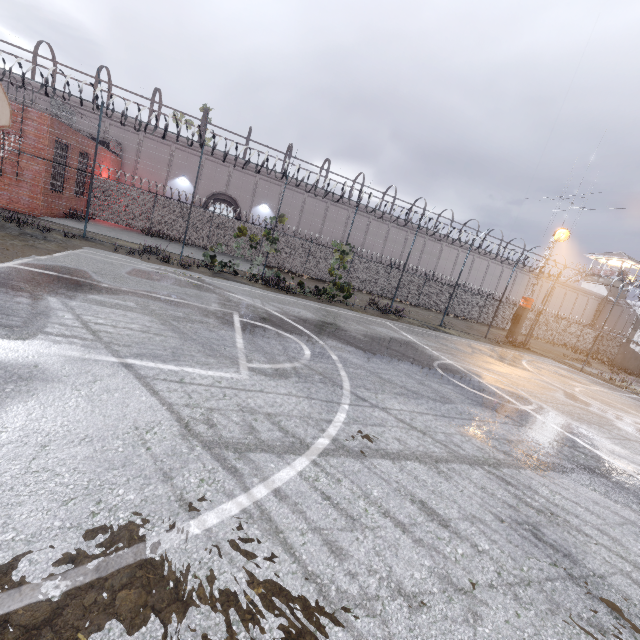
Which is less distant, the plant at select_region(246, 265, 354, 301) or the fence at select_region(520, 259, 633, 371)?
the plant at select_region(246, 265, 354, 301)

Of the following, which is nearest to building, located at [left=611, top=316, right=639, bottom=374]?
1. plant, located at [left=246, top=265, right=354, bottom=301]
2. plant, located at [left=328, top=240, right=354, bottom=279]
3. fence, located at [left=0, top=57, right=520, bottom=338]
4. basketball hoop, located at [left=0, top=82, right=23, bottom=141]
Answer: fence, located at [left=0, top=57, right=520, bottom=338]

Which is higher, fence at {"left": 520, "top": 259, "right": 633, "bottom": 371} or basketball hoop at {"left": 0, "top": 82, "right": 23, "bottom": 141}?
basketball hoop at {"left": 0, "top": 82, "right": 23, "bottom": 141}

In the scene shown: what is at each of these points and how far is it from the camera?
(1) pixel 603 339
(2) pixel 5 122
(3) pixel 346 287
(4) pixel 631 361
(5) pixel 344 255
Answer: (1) fence, 40.44m
(2) basketball hoop, 5.98m
(3) plant, 18.20m
(4) building, 28.23m
(5) plant, 17.73m

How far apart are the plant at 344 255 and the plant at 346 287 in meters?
1.3

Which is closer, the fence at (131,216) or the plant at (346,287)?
the fence at (131,216)

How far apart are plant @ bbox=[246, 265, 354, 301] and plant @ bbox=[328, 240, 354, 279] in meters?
1.3
